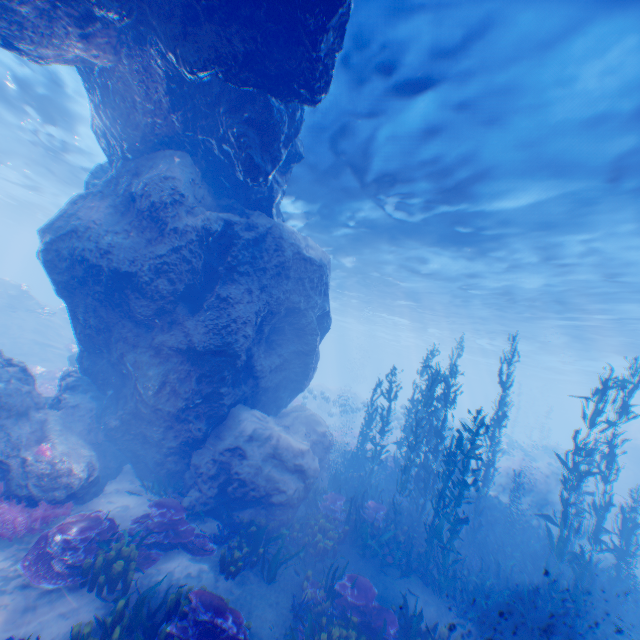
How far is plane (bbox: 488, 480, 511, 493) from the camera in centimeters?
2192cm

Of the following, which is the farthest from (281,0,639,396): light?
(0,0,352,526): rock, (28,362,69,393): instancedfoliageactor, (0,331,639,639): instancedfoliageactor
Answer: (28,362,69,393): instancedfoliageactor

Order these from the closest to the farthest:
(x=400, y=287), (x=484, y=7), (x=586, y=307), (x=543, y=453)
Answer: (x=484, y=7) → (x=586, y=307) → (x=400, y=287) → (x=543, y=453)

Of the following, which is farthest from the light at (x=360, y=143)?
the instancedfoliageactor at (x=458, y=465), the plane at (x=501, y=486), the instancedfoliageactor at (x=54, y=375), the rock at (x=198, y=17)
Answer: the plane at (x=501, y=486)

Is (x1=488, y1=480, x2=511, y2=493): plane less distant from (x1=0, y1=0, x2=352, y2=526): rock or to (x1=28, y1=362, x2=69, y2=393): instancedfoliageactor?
(x1=0, y1=0, x2=352, y2=526): rock

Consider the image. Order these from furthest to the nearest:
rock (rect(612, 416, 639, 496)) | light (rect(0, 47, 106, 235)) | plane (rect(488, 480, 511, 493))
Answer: rock (rect(612, 416, 639, 496)) < plane (rect(488, 480, 511, 493)) < light (rect(0, 47, 106, 235))

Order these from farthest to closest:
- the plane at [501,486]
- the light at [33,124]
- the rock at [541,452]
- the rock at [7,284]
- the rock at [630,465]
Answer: the rock at [630,465], the rock at [7,284], the rock at [541,452], the plane at [501,486], the light at [33,124]

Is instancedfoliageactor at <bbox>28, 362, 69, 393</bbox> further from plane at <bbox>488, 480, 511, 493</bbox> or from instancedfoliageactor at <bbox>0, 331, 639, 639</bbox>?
plane at <bbox>488, 480, 511, 493</bbox>
